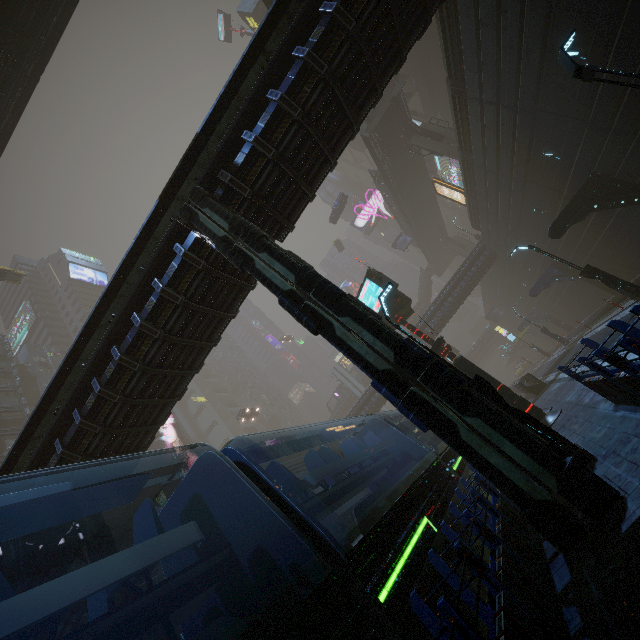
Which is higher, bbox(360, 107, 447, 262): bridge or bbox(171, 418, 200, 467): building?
bbox(171, 418, 200, 467): building

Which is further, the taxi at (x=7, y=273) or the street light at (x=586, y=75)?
the taxi at (x=7, y=273)

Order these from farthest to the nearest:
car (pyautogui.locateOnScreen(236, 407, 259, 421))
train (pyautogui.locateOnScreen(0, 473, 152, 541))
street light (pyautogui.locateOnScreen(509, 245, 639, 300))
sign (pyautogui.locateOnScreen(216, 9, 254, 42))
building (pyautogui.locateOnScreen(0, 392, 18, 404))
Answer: sign (pyautogui.locateOnScreen(216, 9, 254, 42)) → car (pyautogui.locateOnScreen(236, 407, 259, 421)) → building (pyautogui.locateOnScreen(0, 392, 18, 404)) → street light (pyautogui.locateOnScreen(509, 245, 639, 300)) → train (pyautogui.locateOnScreen(0, 473, 152, 541))

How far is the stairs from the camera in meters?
28.7

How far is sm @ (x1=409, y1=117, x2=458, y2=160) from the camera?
29.00m

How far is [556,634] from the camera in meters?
3.3

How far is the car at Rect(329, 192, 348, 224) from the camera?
45.58m

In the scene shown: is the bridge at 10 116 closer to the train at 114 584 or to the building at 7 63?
the building at 7 63
